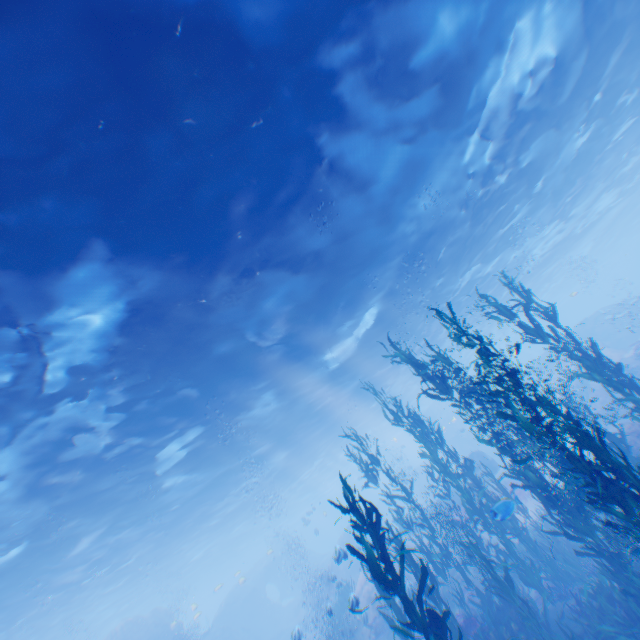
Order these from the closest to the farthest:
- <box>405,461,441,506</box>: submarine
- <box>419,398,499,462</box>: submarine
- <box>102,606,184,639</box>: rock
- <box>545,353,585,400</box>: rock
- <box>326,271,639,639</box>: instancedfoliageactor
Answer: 1. <box>326,271,639,639</box>: instancedfoliageactor
2. <box>102,606,184,639</box>: rock
3. <box>545,353,585,400</box>: rock
4. <box>419,398,499,462</box>: submarine
5. <box>405,461,441,506</box>: submarine

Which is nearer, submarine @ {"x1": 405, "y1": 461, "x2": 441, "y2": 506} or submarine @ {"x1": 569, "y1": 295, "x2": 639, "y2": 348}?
submarine @ {"x1": 569, "y1": 295, "x2": 639, "y2": 348}

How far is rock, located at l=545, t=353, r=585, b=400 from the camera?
26.4 meters

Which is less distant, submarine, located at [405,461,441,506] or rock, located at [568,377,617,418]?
rock, located at [568,377,617,418]

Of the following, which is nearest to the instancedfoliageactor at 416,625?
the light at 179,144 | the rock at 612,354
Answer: the rock at 612,354

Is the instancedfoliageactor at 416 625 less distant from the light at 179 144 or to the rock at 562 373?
the rock at 562 373

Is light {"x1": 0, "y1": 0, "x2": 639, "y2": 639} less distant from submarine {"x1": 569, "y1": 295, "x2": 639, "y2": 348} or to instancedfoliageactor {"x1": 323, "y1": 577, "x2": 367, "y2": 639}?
submarine {"x1": 569, "y1": 295, "x2": 639, "y2": 348}

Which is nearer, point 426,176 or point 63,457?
point 63,457
